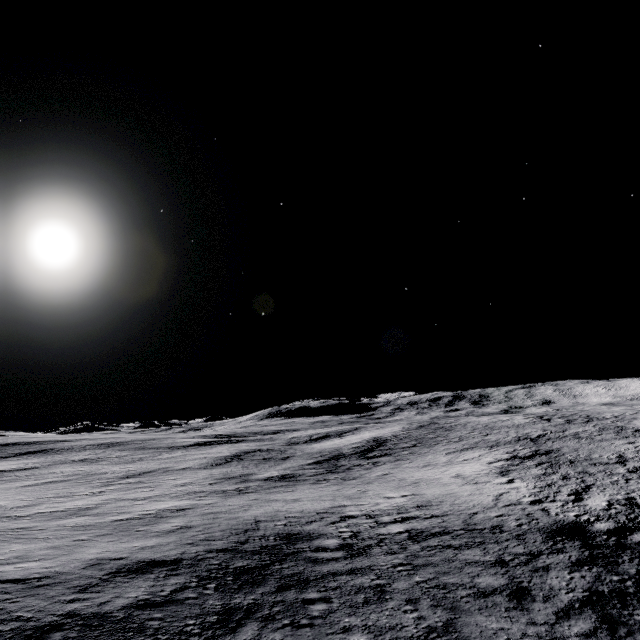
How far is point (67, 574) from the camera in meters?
11.1
